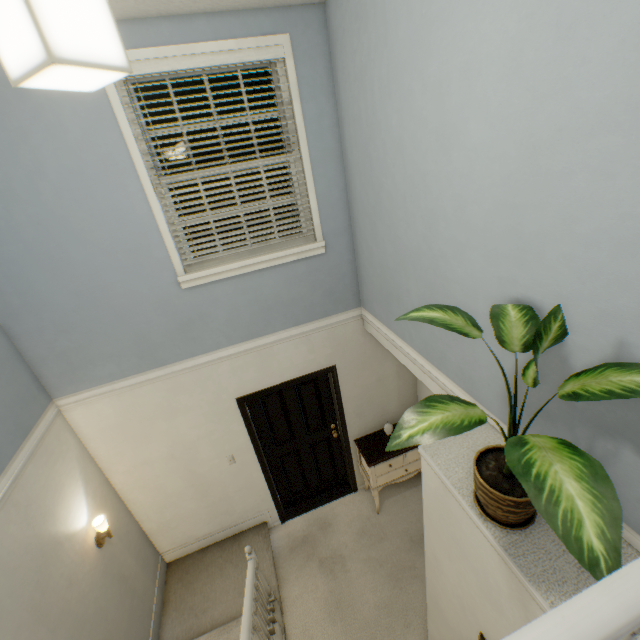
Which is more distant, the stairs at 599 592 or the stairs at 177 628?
the stairs at 177 628

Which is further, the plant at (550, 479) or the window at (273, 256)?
the window at (273, 256)

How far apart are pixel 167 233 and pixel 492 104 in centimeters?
229cm

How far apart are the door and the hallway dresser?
0.1 meters

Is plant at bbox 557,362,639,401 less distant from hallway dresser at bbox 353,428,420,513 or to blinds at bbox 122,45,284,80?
blinds at bbox 122,45,284,80

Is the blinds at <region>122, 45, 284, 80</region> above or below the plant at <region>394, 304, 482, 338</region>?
above

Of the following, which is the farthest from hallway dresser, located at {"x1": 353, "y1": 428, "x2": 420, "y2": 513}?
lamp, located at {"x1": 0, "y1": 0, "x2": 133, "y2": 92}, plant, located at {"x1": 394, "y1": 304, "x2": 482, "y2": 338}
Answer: lamp, located at {"x1": 0, "y1": 0, "x2": 133, "y2": 92}

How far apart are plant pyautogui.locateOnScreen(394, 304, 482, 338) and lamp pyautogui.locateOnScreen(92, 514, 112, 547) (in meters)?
2.96
